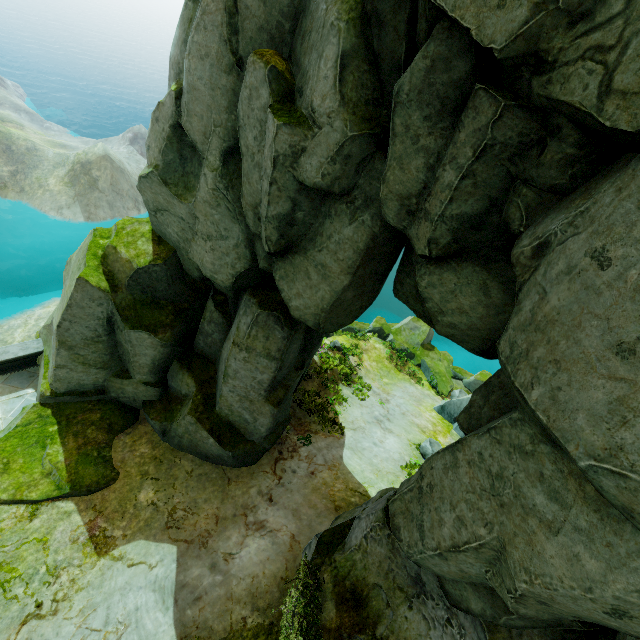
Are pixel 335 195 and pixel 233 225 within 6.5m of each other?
yes

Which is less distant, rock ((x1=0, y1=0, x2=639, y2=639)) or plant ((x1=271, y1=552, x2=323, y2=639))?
rock ((x1=0, y1=0, x2=639, y2=639))

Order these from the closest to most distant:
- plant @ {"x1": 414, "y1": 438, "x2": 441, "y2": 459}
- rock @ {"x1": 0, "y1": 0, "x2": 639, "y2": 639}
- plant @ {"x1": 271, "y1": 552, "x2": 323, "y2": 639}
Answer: rock @ {"x1": 0, "y1": 0, "x2": 639, "y2": 639} < plant @ {"x1": 271, "y1": 552, "x2": 323, "y2": 639} < plant @ {"x1": 414, "y1": 438, "x2": 441, "y2": 459}

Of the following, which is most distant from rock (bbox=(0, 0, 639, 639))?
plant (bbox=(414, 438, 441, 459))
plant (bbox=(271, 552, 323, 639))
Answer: plant (bbox=(414, 438, 441, 459))

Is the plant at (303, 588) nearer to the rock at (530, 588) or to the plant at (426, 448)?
the rock at (530, 588)

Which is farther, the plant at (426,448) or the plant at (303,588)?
the plant at (426,448)

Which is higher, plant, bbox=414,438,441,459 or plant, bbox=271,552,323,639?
plant, bbox=271,552,323,639

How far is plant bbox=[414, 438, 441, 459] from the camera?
14.5 meters
